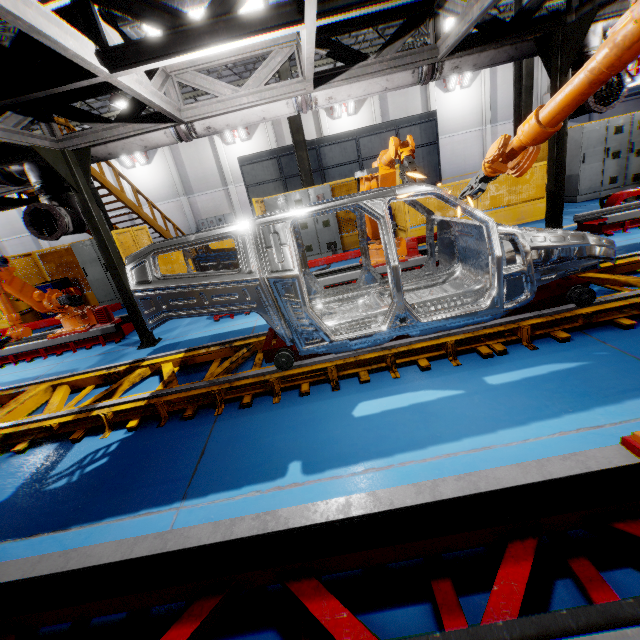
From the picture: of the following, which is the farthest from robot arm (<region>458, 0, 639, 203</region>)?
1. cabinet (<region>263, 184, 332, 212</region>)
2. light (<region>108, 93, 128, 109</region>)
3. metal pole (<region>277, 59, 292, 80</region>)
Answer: light (<region>108, 93, 128, 109</region>)

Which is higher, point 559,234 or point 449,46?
point 449,46

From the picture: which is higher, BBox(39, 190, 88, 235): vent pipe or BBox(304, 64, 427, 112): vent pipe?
BBox(304, 64, 427, 112): vent pipe

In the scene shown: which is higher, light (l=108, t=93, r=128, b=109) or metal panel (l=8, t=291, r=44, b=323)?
light (l=108, t=93, r=128, b=109)

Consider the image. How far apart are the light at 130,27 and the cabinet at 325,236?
6.1m

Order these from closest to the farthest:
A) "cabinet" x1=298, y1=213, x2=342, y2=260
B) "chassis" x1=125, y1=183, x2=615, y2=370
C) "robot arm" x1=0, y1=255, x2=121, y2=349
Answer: "chassis" x1=125, y1=183, x2=615, y2=370
"robot arm" x1=0, y1=255, x2=121, y2=349
"cabinet" x1=298, y1=213, x2=342, y2=260

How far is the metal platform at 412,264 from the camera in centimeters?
634cm

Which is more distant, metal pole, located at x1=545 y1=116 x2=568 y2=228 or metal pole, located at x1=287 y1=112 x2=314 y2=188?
metal pole, located at x1=287 y1=112 x2=314 y2=188
